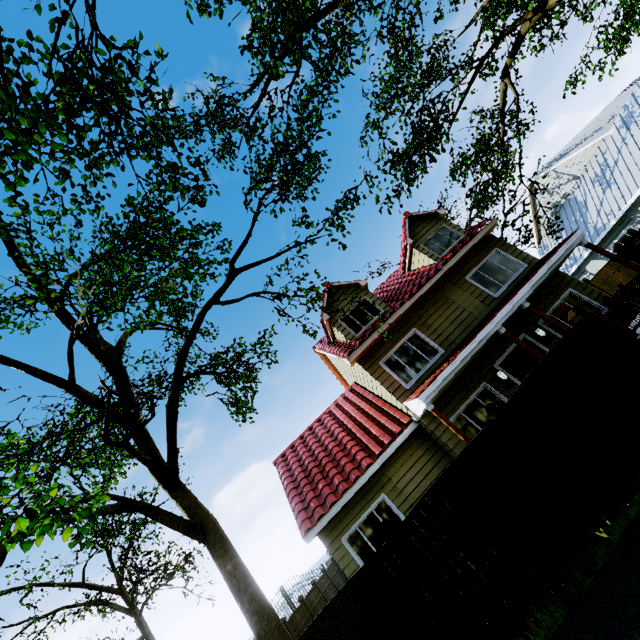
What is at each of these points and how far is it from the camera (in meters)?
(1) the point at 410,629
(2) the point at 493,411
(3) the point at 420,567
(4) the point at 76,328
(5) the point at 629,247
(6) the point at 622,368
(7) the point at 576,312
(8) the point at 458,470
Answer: (1) fence, 4.82
(2) fence post, 5.91
(3) fence post, 5.08
(4) tree, 10.14
(5) fence, 15.52
(6) fence, 5.91
(7) fence post, 6.41
(8) fence, 5.64

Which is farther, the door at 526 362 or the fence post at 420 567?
the door at 526 362

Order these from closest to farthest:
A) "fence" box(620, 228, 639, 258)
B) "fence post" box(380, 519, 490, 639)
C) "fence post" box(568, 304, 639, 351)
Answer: "fence post" box(380, 519, 490, 639), "fence post" box(568, 304, 639, 351), "fence" box(620, 228, 639, 258)

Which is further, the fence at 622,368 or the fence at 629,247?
the fence at 629,247

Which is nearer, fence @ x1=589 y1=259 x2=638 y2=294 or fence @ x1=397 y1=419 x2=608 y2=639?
fence @ x1=397 y1=419 x2=608 y2=639

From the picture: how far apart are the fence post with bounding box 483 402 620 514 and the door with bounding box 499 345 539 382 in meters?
5.6

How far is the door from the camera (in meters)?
10.88

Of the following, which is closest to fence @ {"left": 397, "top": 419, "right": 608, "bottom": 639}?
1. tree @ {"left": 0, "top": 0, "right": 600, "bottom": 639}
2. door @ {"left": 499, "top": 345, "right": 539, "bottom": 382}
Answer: tree @ {"left": 0, "top": 0, "right": 600, "bottom": 639}
